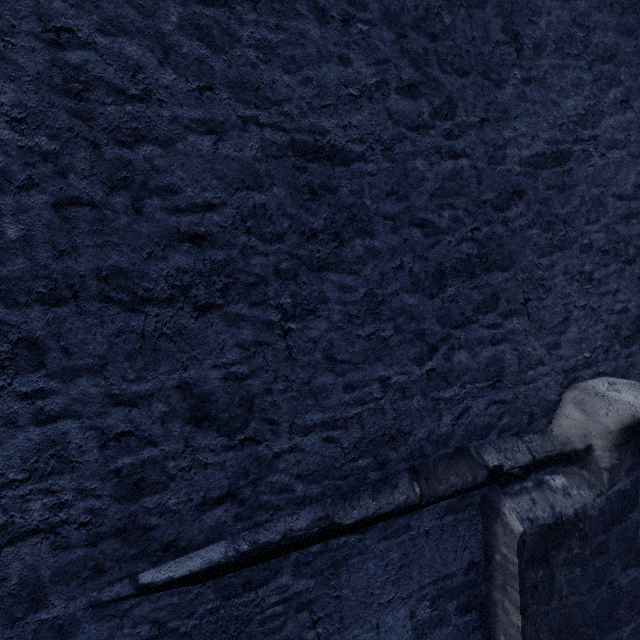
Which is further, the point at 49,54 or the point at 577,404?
the point at 577,404
